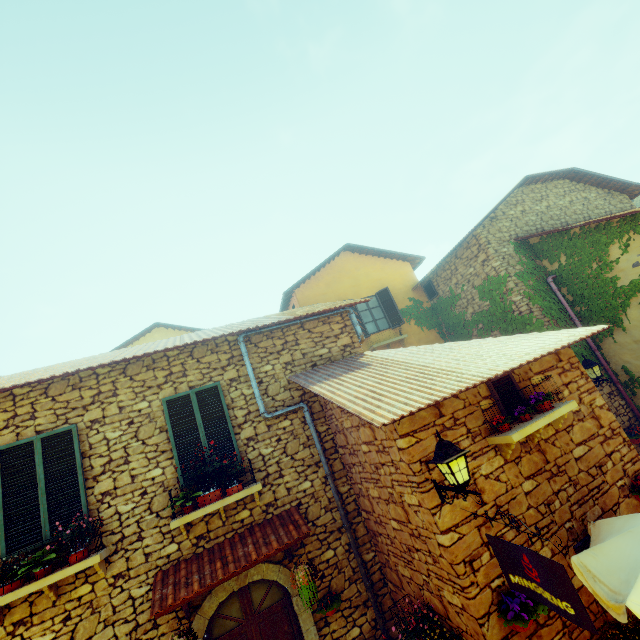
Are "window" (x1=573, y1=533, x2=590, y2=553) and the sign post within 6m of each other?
yes

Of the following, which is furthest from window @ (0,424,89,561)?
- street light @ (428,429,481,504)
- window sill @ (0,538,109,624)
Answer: street light @ (428,429,481,504)

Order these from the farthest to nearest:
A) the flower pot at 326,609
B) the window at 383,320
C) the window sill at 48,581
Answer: the window at 383,320, the flower pot at 326,609, the window sill at 48,581

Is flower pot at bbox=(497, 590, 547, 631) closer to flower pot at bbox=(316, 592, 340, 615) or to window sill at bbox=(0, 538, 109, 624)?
flower pot at bbox=(316, 592, 340, 615)

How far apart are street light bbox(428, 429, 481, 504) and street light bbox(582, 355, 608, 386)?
6.8m

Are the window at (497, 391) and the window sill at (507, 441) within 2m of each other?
yes

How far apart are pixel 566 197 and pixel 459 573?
13.5 meters

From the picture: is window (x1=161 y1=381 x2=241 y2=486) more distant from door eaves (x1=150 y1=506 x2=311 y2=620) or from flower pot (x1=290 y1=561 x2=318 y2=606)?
flower pot (x1=290 y1=561 x2=318 y2=606)
